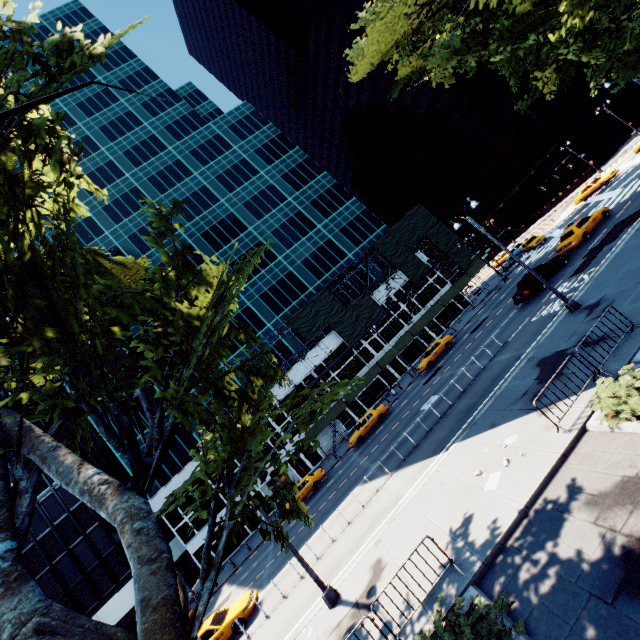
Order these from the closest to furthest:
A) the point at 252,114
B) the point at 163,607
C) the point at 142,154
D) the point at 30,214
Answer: the point at 163,607
the point at 30,214
the point at 142,154
the point at 252,114

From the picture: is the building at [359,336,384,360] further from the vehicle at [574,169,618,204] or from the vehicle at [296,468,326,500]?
the vehicle at [574,169,618,204]

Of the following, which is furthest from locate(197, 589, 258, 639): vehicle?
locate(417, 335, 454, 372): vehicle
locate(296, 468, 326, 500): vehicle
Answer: locate(417, 335, 454, 372): vehicle

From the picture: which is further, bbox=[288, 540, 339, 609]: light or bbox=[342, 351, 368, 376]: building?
bbox=[342, 351, 368, 376]: building

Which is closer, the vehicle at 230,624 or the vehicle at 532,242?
the vehicle at 230,624

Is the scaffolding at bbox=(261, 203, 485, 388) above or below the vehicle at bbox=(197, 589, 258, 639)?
above

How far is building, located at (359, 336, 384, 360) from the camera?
43.81m

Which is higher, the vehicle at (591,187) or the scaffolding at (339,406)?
the scaffolding at (339,406)
